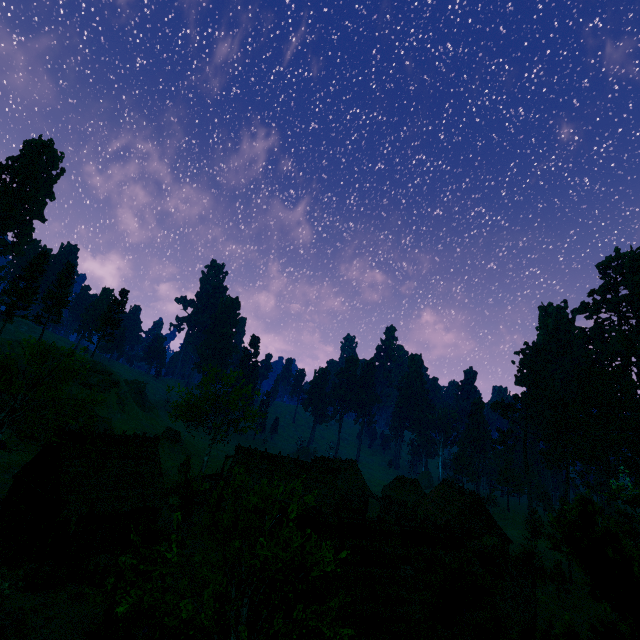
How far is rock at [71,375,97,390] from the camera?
57.9 meters

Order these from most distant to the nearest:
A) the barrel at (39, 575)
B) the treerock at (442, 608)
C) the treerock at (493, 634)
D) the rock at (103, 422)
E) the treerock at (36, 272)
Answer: the treerock at (36, 272) → the rock at (103, 422) → the barrel at (39, 575) → the treerock at (442, 608) → the treerock at (493, 634)

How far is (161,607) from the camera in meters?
10.8 m

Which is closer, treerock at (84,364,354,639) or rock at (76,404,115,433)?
treerock at (84,364,354,639)

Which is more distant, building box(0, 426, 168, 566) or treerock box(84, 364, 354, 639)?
building box(0, 426, 168, 566)

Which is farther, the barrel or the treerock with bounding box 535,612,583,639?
the barrel

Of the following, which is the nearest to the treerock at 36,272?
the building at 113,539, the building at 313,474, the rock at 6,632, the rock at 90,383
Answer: the building at 313,474

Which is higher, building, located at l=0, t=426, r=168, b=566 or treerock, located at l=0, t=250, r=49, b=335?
treerock, located at l=0, t=250, r=49, b=335
